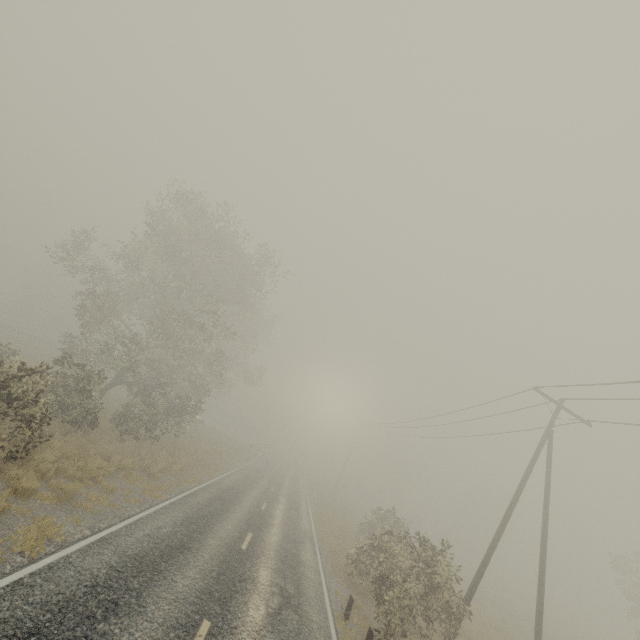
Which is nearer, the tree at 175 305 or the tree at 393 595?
the tree at 393 595

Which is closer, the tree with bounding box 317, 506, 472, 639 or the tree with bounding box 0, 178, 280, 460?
the tree with bounding box 317, 506, 472, 639

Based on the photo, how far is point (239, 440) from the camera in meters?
53.5 m
